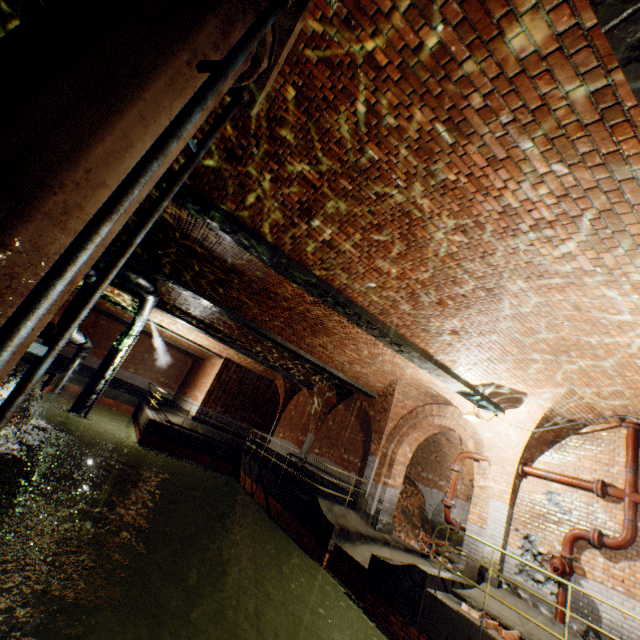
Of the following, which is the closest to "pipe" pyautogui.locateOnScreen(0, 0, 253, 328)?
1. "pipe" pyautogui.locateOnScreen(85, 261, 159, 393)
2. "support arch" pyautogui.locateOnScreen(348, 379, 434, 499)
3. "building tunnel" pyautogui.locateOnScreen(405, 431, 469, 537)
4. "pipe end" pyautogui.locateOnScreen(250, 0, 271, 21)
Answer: "pipe end" pyautogui.locateOnScreen(250, 0, 271, 21)

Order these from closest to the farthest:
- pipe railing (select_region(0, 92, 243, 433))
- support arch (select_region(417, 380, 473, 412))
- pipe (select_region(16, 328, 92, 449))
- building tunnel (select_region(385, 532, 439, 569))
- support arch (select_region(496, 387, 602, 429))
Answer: pipe railing (select_region(0, 92, 243, 433)) < support arch (select_region(496, 387, 602, 429)) < support arch (select_region(417, 380, 473, 412)) < building tunnel (select_region(385, 532, 439, 569)) < pipe (select_region(16, 328, 92, 449))

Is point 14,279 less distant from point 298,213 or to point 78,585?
point 298,213

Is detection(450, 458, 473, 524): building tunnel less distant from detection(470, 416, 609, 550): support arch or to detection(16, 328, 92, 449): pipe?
detection(470, 416, 609, 550): support arch

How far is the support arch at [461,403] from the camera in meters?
9.4

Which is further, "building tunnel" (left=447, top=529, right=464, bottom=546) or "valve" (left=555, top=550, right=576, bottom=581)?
"building tunnel" (left=447, top=529, right=464, bottom=546)

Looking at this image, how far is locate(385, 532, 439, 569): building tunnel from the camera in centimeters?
1023cm

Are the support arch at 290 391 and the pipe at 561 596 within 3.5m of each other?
no
